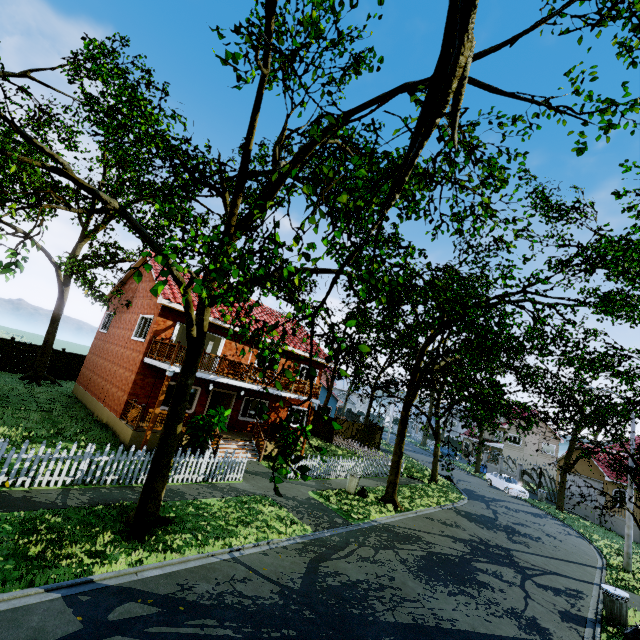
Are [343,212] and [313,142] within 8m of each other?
yes

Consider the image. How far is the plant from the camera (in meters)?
13.97

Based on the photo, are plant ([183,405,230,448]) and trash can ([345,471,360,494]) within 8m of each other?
yes

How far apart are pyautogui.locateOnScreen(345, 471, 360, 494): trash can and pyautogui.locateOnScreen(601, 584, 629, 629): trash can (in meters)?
9.06

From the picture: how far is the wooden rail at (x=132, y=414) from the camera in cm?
1380

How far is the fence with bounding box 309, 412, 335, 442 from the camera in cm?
2920

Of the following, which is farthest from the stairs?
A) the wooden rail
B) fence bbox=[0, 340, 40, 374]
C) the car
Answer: the car

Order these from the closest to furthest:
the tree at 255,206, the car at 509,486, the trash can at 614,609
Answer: the tree at 255,206, the trash can at 614,609, the car at 509,486
